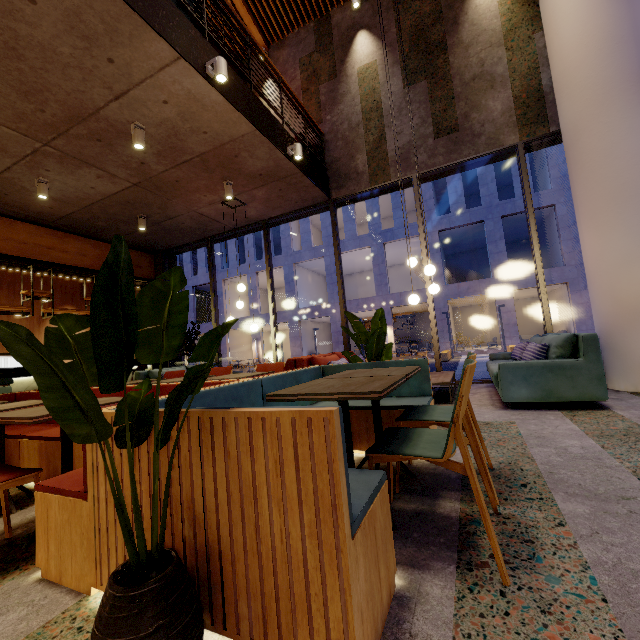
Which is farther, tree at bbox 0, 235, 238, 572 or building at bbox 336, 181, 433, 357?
building at bbox 336, 181, 433, 357

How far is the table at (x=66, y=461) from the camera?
2.07m

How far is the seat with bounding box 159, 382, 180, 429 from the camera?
1.3m

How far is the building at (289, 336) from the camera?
26.2m

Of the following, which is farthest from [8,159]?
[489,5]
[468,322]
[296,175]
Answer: [468,322]

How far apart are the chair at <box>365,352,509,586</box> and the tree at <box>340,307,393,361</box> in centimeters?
147cm

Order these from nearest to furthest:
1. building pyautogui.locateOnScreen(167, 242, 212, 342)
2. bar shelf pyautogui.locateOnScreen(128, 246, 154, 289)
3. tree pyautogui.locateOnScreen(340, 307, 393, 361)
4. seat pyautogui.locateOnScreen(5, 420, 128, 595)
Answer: seat pyautogui.locateOnScreen(5, 420, 128, 595)
tree pyautogui.locateOnScreen(340, 307, 393, 361)
bar shelf pyautogui.locateOnScreen(128, 246, 154, 289)
building pyautogui.locateOnScreen(167, 242, 212, 342)

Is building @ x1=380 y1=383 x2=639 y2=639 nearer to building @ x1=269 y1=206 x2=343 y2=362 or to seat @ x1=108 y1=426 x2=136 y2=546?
seat @ x1=108 y1=426 x2=136 y2=546
